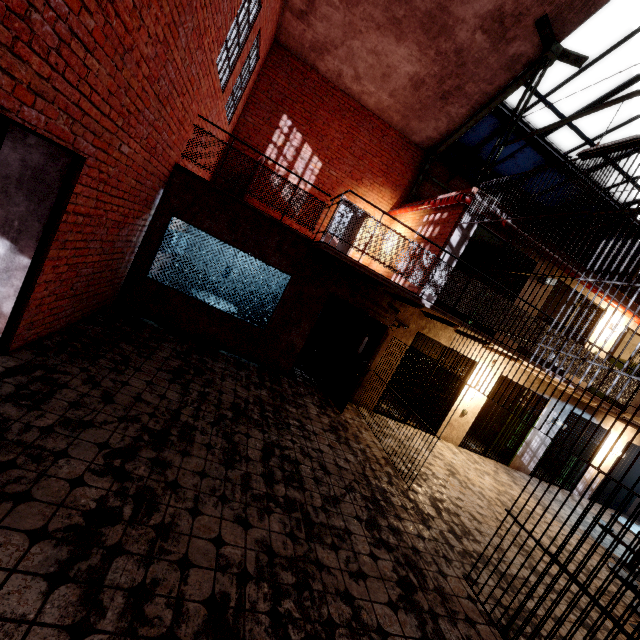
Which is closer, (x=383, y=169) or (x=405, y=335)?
(x=405, y=335)

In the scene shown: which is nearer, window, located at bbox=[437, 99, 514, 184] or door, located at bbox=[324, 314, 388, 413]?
door, located at bbox=[324, 314, 388, 413]

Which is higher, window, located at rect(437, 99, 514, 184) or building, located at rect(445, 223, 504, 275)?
window, located at rect(437, 99, 514, 184)

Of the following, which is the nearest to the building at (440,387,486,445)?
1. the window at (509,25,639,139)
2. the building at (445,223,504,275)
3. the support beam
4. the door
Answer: the building at (445,223,504,275)

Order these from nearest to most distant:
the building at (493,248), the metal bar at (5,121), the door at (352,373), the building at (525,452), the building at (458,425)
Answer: the metal bar at (5,121) → the door at (352,373) → the building at (493,248) → the building at (458,425) → the building at (525,452)

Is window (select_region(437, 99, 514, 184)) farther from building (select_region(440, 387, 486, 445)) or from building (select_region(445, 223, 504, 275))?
building (select_region(440, 387, 486, 445))

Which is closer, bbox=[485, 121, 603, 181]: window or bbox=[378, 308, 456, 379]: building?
bbox=[378, 308, 456, 379]: building

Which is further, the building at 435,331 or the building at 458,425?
the building at 458,425
